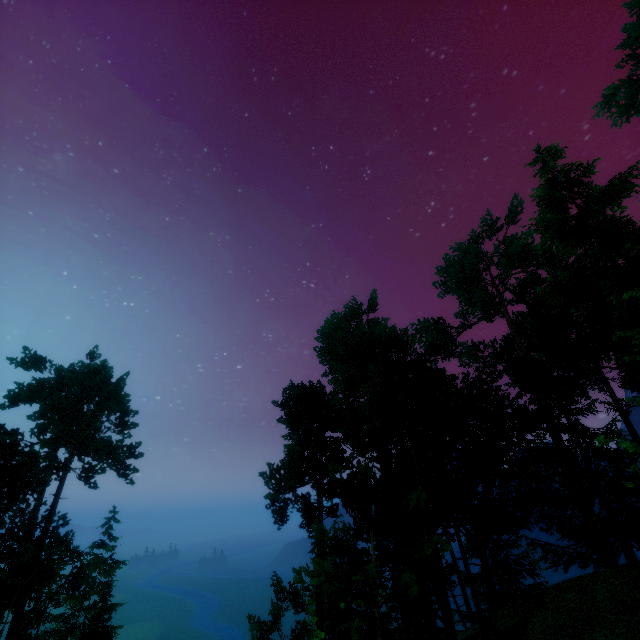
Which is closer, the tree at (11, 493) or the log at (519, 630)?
the log at (519, 630)

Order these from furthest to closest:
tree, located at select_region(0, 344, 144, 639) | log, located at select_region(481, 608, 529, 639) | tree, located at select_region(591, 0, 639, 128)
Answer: tree, located at select_region(591, 0, 639, 128)
tree, located at select_region(0, 344, 144, 639)
log, located at select_region(481, 608, 529, 639)

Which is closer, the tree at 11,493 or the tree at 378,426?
the tree at 378,426

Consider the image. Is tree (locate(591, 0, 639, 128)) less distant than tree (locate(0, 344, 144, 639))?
No

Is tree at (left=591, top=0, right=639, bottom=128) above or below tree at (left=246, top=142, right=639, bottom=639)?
above

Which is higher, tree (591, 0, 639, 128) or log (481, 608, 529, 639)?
tree (591, 0, 639, 128)

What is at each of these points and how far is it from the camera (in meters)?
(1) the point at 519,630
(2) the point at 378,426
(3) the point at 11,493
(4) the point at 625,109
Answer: (1) log, 11.14
(2) tree, 13.66
(3) tree, 23.95
(4) tree, 35.34
